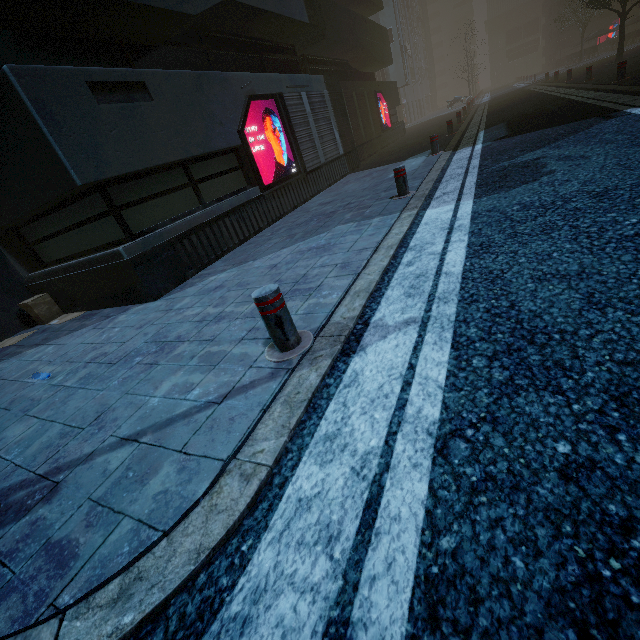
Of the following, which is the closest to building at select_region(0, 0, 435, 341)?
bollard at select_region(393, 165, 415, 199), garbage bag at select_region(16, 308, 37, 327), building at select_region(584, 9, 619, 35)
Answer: garbage bag at select_region(16, 308, 37, 327)

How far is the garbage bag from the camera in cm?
694

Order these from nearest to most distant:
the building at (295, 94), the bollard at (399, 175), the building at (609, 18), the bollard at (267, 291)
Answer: the bollard at (267, 291) < the building at (295, 94) < the bollard at (399, 175) < the building at (609, 18)

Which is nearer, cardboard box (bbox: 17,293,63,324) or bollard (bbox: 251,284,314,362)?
bollard (bbox: 251,284,314,362)

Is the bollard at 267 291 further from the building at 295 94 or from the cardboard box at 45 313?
the cardboard box at 45 313

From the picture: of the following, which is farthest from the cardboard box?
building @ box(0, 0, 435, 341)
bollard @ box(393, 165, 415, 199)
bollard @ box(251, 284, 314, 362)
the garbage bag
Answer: bollard @ box(393, 165, 415, 199)

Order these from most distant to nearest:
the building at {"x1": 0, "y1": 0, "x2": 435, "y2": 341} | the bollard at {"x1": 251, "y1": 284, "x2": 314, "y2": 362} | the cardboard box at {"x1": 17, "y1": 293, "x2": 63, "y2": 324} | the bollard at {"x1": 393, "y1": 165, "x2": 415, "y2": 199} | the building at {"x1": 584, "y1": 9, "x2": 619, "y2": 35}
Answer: the building at {"x1": 584, "y1": 9, "x2": 619, "y2": 35}
the cardboard box at {"x1": 17, "y1": 293, "x2": 63, "y2": 324}
the bollard at {"x1": 393, "y1": 165, "x2": 415, "y2": 199}
the building at {"x1": 0, "y1": 0, "x2": 435, "y2": 341}
the bollard at {"x1": 251, "y1": 284, "x2": 314, "y2": 362}

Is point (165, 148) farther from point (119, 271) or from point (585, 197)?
point (585, 197)
